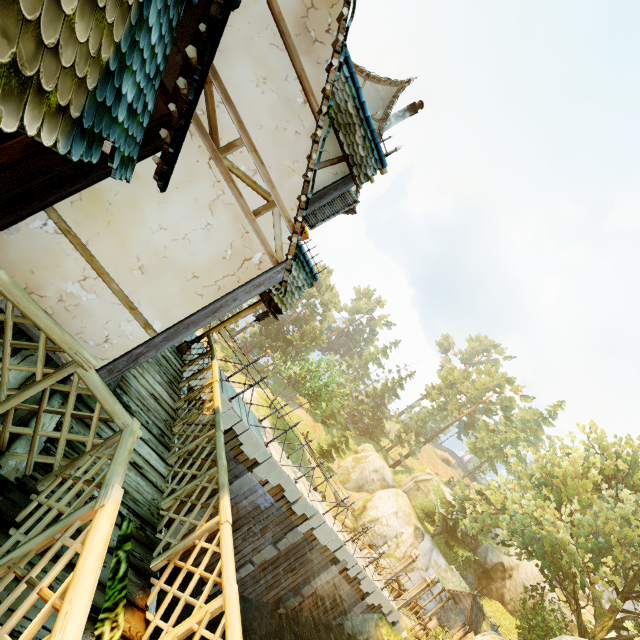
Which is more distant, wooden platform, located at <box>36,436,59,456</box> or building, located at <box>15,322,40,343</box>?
building, located at <box>15,322,40,343</box>

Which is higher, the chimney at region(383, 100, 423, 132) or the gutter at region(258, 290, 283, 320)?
the chimney at region(383, 100, 423, 132)

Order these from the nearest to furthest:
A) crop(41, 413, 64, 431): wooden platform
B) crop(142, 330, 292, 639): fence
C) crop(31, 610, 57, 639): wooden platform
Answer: crop(31, 610, 57, 639): wooden platform < crop(142, 330, 292, 639): fence < crop(41, 413, 64, 431): wooden platform

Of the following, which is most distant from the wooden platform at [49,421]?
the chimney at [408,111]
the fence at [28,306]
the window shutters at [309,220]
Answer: the chimney at [408,111]

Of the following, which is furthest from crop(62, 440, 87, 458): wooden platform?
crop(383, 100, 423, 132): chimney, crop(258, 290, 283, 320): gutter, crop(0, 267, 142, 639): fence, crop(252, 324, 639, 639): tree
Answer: crop(383, 100, 423, 132): chimney

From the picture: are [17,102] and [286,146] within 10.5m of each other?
yes

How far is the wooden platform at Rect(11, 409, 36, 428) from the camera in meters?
3.1

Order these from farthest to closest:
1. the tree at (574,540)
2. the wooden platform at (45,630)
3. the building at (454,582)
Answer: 1. the building at (454,582)
2. the tree at (574,540)
3. the wooden platform at (45,630)
